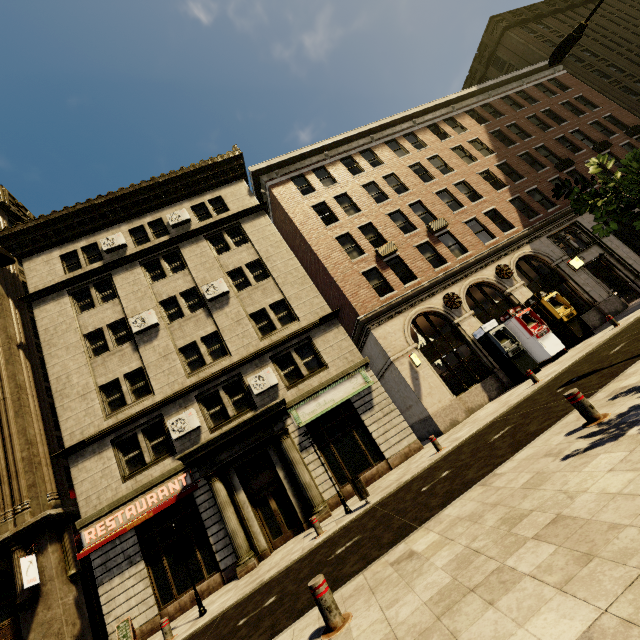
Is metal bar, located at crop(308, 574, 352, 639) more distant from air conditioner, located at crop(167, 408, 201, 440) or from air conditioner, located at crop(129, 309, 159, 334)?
air conditioner, located at crop(129, 309, 159, 334)

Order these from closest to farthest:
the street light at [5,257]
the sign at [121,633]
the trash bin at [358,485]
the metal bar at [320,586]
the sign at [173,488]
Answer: the metal bar at [320,586]
the street light at [5,257]
the trash bin at [358,485]
the sign at [121,633]
the sign at [173,488]

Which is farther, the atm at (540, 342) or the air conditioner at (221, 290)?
the air conditioner at (221, 290)

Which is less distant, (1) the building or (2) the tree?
(2) the tree

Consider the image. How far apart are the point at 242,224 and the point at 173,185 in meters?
5.4

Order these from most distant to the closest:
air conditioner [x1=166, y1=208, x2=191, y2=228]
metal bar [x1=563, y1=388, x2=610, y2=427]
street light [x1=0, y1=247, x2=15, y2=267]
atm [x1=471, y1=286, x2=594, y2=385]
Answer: air conditioner [x1=166, y1=208, x2=191, y2=228]
atm [x1=471, y1=286, x2=594, y2=385]
street light [x1=0, y1=247, x2=15, y2=267]
metal bar [x1=563, y1=388, x2=610, y2=427]

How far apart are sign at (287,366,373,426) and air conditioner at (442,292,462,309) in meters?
5.9

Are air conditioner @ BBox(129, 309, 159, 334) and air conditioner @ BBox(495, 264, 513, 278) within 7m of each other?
no
